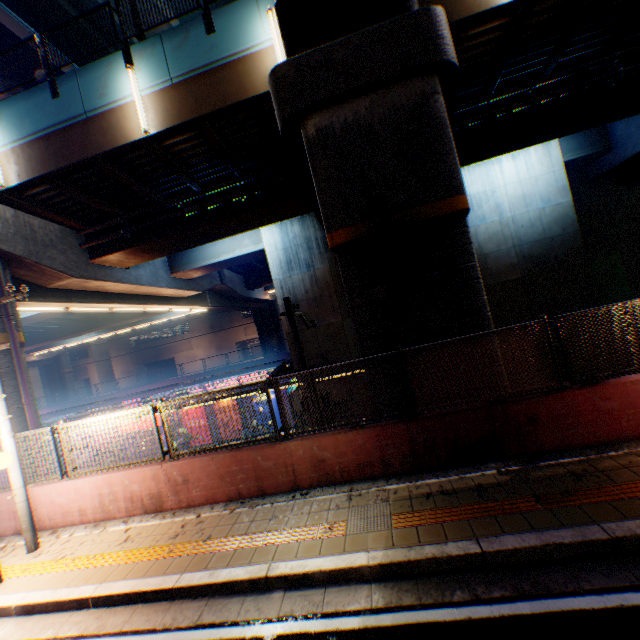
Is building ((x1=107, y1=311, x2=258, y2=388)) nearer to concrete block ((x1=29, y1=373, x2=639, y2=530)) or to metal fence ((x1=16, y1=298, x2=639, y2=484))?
metal fence ((x1=16, y1=298, x2=639, y2=484))

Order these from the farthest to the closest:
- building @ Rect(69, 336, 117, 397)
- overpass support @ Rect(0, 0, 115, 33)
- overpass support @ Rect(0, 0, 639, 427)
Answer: building @ Rect(69, 336, 117, 397) < overpass support @ Rect(0, 0, 115, 33) < overpass support @ Rect(0, 0, 639, 427)

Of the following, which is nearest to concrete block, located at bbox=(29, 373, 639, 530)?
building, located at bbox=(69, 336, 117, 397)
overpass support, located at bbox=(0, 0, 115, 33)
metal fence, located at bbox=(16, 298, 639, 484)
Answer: metal fence, located at bbox=(16, 298, 639, 484)

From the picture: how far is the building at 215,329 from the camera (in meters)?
52.78

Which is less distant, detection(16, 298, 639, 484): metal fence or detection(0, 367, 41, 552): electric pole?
detection(16, 298, 639, 484): metal fence

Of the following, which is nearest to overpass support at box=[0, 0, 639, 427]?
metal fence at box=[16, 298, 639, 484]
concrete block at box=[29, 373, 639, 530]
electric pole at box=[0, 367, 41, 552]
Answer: metal fence at box=[16, 298, 639, 484]

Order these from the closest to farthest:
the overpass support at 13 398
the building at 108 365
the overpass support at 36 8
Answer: the overpass support at 13 398
the overpass support at 36 8
the building at 108 365

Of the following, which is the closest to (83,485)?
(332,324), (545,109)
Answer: (332,324)
